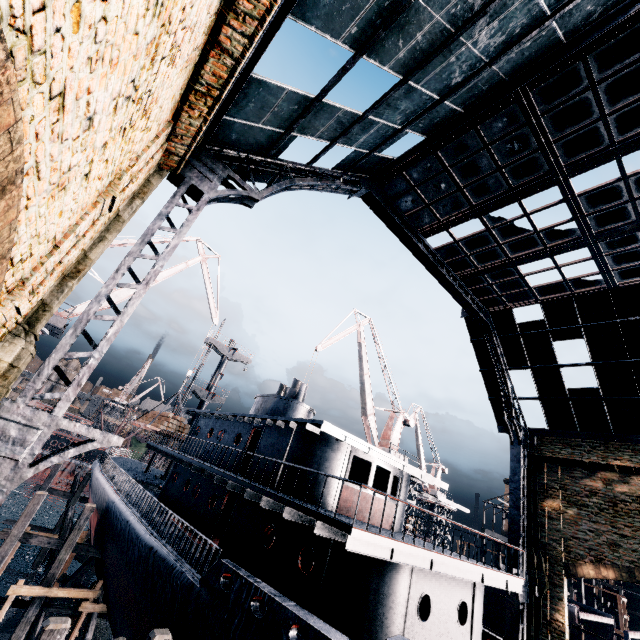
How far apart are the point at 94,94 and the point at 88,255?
5.5m

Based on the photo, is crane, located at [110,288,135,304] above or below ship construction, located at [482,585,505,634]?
above

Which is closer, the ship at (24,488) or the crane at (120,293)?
the crane at (120,293)

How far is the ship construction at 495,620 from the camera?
25.8m

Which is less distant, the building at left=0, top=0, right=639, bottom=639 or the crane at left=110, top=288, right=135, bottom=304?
the building at left=0, top=0, right=639, bottom=639

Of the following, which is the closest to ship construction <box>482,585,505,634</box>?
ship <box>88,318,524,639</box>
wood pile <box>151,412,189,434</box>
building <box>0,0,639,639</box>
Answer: ship <box>88,318,524,639</box>

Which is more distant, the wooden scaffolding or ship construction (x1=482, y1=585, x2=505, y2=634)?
ship construction (x1=482, y1=585, x2=505, y2=634)

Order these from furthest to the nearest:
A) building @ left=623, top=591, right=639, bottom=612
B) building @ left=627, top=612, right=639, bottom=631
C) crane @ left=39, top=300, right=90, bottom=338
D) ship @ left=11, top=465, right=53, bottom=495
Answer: ship @ left=11, top=465, right=53, bottom=495 → building @ left=623, top=591, right=639, bottom=612 → building @ left=627, top=612, right=639, bottom=631 → crane @ left=39, top=300, right=90, bottom=338
